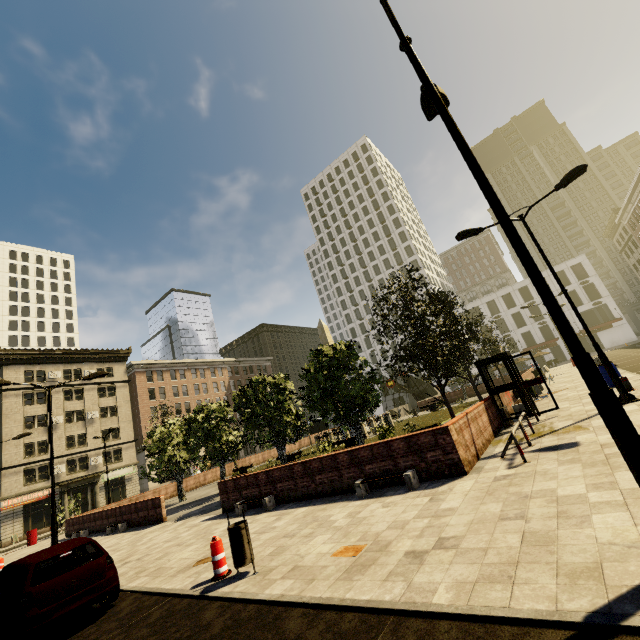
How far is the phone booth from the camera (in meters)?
12.10

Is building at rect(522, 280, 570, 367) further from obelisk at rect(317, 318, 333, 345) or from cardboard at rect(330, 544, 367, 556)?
cardboard at rect(330, 544, 367, 556)

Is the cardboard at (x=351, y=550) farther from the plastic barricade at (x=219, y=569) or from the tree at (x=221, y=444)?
the tree at (x=221, y=444)

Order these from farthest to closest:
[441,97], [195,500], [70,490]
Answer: [70,490] < [195,500] < [441,97]

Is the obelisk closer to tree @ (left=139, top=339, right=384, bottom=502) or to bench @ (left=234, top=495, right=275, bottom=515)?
tree @ (left=139, top=339, right=384, bottom=502)

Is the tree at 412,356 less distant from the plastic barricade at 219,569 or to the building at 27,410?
the plastic barricade at 219,569

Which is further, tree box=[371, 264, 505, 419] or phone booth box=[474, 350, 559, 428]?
tree box=[371, 264, 505, 419]

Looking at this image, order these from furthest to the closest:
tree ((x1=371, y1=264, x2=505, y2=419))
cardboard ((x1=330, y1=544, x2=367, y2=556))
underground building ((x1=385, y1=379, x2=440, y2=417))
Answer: underground building ((x1=385, y1=379, x2=440, y2=417)), tree ((x1=371, y1=264, x2=505, y2=419)), cardboard ((x1=330, y1=544, x2=367, y2=556))
